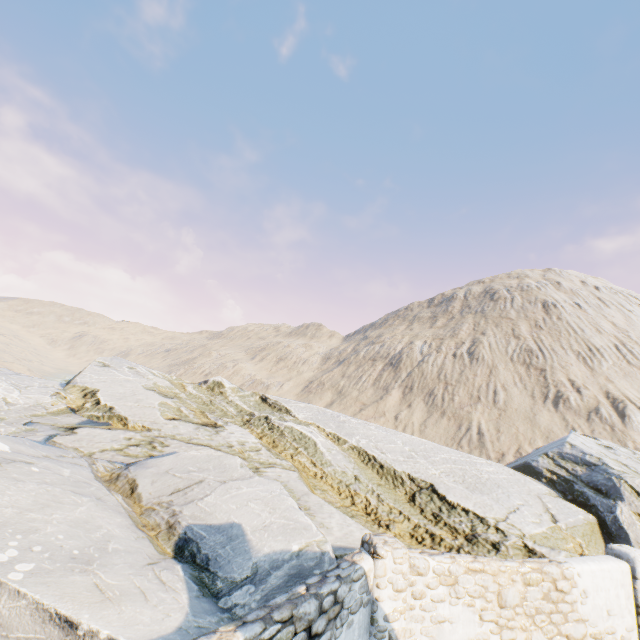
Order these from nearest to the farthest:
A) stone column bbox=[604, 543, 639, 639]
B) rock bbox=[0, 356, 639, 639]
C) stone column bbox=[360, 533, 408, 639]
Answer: rock bbox=[0, 356, 639, 639], stone column bbox=[360, 533, 408, 639], stone column bbox=[604, 543, 639, 639]

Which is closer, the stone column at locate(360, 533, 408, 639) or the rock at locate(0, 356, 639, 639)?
the rock at locate(0, 356, 639, 639)

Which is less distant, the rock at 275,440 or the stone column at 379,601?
the rock at 275,440

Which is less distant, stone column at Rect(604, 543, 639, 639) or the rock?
the rock

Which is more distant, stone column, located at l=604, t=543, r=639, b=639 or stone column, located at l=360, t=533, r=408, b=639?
stone column, located at l=604, t=543, r=639, b=639

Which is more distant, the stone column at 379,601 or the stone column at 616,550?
the stone column at 616,550

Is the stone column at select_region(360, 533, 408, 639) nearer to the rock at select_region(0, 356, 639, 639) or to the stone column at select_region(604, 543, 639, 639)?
the rock at select_region(0, 356, 639, 639)

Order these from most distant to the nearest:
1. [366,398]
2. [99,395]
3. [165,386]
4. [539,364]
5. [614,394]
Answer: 1. [366,398]
2. [539,364]
3. [614,394]
4. [165,386]
5. [99,395]
